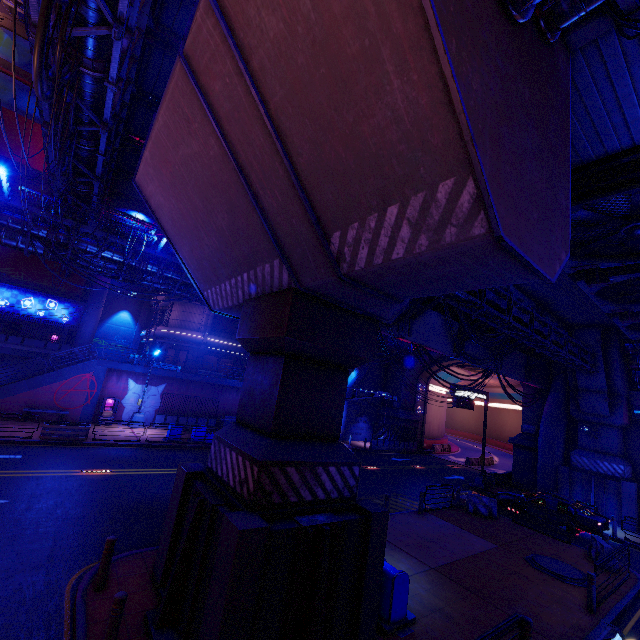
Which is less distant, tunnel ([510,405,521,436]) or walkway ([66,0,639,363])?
walkway ([66,0,639,363])

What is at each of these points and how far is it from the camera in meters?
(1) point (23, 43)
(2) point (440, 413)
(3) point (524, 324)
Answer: (1) building, 33.8
(2) tunnel, 46.2
(3) pipe, 15.8

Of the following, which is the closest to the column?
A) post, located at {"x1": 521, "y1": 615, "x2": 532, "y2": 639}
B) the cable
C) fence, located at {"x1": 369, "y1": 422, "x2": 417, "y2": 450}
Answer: the cable

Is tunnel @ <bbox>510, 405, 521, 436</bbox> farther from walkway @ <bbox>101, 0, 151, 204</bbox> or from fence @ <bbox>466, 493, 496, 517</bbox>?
walkway @ <bbox>101, 0, 151, 204</bbox>

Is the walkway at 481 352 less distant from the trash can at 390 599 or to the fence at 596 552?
the trash can at 390 599

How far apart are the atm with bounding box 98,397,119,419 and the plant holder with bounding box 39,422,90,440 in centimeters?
440cm

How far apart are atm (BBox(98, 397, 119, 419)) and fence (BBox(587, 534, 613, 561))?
29.33m

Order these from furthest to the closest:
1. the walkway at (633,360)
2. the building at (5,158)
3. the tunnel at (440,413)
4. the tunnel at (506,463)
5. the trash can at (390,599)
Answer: the tunnel at (440,413)
the tunnel at (506,463)
the building at (5,158)
the walkway at (633,360)
the trash can at (390,599)
